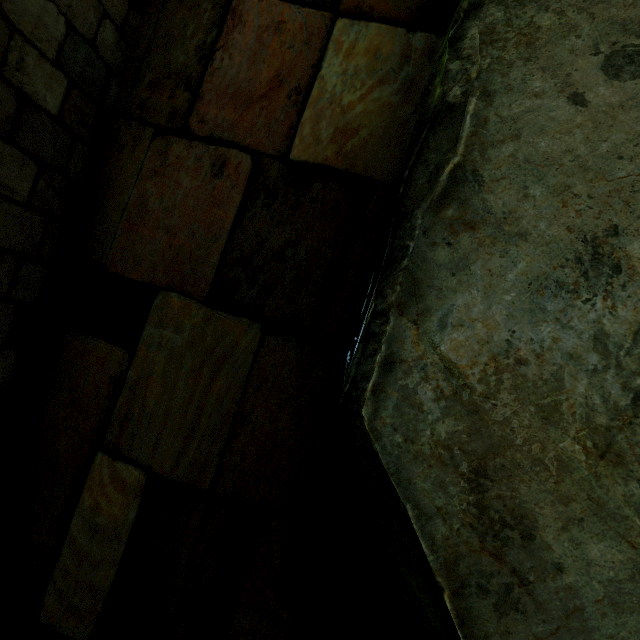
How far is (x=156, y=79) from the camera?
2.4 meters
